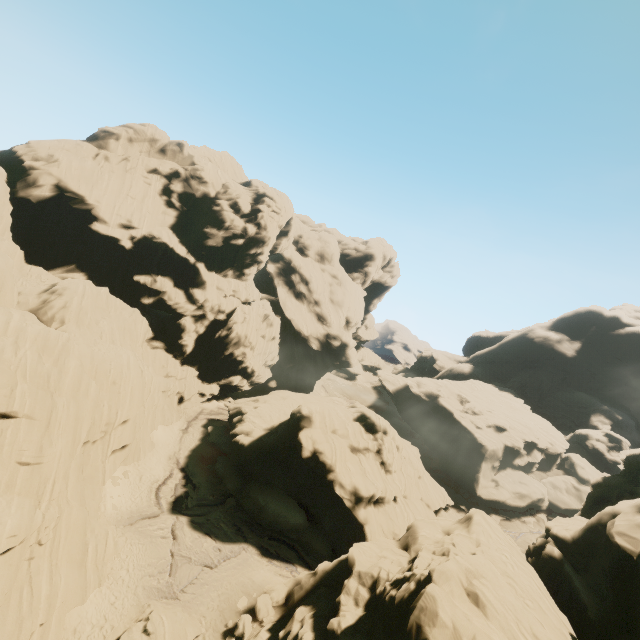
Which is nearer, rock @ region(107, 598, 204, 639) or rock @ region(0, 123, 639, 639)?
rock @ region(0, 123, 639, 639)

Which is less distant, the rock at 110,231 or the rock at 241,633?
the rock at 110,231

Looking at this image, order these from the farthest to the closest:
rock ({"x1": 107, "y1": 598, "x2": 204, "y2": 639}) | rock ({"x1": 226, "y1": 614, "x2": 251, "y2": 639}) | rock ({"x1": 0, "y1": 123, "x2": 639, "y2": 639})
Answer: rock ({"x1": 226, "y1": 614, "x2": 251, "y2": 639}) < rock ({"x1": 107, "y1": 598, "x2": 204, "y2": 639}) < rock ({"x1": 0, "y1": 123, "x2": 639, "y2": 639})

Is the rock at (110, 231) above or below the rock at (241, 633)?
above

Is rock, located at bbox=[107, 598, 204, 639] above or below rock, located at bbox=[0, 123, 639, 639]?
below

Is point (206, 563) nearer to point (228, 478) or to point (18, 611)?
point (228, 478)
